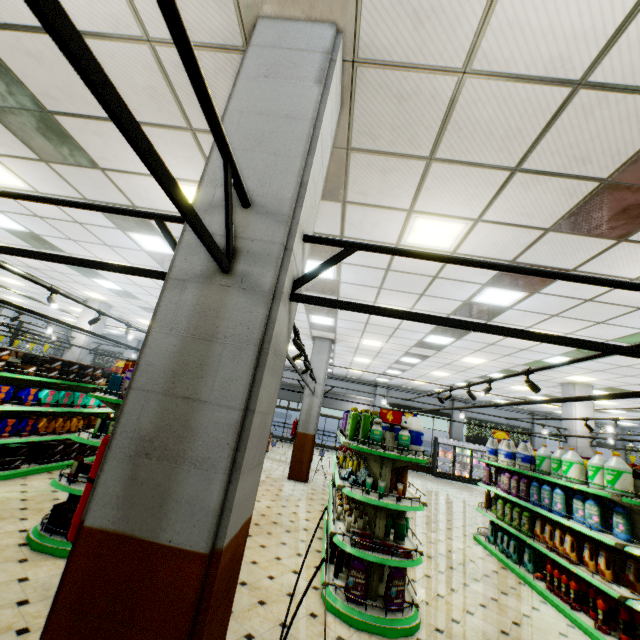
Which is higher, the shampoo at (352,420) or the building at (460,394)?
the building at (460,394)

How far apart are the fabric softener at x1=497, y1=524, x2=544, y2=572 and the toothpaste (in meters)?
4.16

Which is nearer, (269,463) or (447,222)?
(447,222)

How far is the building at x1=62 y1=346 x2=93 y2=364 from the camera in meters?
12.2 m

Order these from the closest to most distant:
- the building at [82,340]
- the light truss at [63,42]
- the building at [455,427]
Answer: the light truss at [63,42]
the building at [82,340]
the building at [455,427]

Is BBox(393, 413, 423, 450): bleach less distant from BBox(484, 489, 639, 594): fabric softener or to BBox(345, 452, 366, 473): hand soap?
BBox(345, 452, 366, 473): hand soap

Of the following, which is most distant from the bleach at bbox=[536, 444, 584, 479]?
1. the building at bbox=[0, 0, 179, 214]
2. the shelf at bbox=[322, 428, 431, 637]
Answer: the shelf at bbox=[322, 428, 431, 637]

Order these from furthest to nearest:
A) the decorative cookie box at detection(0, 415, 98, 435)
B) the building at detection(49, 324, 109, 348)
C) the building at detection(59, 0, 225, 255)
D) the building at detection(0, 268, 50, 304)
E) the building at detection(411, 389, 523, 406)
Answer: the building at detection(411, 389, 523, 406) < the building at detection(49, 324, 109, 348) < the building at detection(0, 268, 50, 304) < the decorative cookie box at detection(0, 415, 98, 435) < the building at detection(59, 0, 225, 255)
